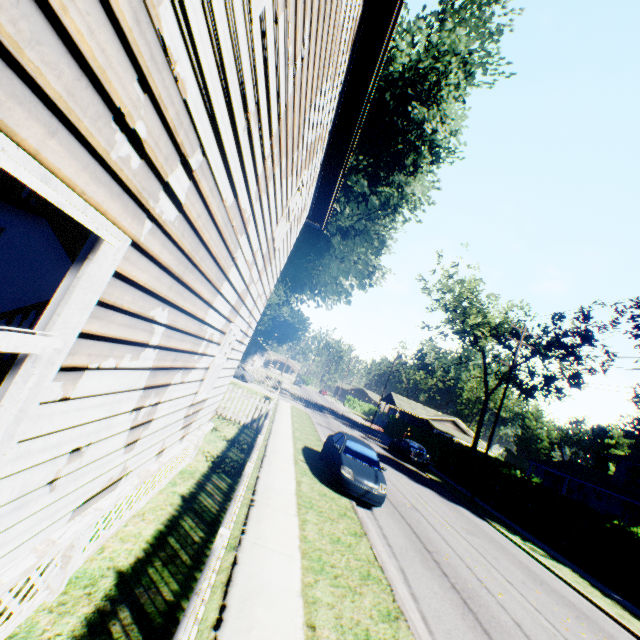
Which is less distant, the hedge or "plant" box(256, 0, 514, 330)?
the hedge

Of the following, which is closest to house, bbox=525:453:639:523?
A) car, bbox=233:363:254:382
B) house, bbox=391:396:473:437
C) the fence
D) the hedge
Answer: house, bbox=391:396:473:437

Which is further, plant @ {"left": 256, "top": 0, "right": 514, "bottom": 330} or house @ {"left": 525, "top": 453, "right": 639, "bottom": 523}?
house @ {"left": 525, "top": 453, "right": 639, "bottom": 523}

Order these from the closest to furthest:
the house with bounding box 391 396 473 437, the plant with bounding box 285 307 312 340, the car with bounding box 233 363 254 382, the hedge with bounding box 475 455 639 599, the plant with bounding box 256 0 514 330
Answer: the hedge with bounding box 475 455 639 599 → the plant with bounding box 256 0 514 330 → the car with bounding box 233 363 254 382 → the house with bounding box 391 396 473 437 → the plant with bounding box 285 307 312 340

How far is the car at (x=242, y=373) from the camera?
34.1m

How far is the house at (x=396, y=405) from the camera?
56.12m

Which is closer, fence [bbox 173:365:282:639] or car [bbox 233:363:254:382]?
fence [bbox 173:365:282:639]

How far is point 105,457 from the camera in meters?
3.2 m
